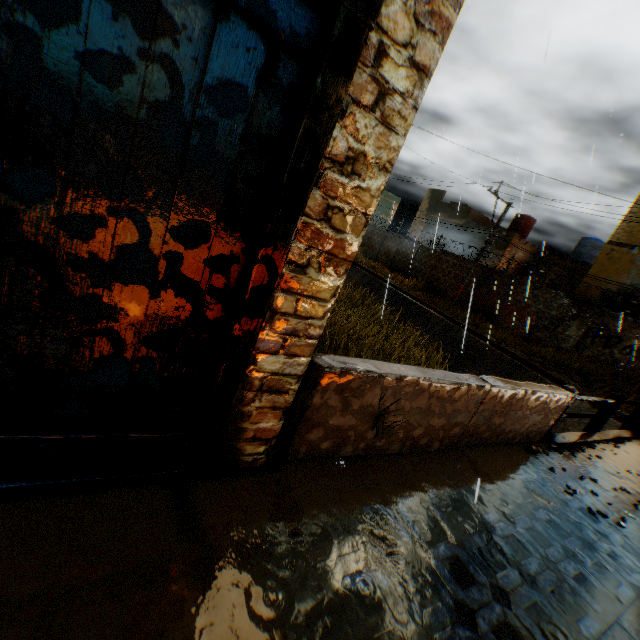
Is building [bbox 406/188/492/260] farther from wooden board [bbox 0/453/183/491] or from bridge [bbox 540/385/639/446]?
A: bridge [bbox 540/385/639/446]

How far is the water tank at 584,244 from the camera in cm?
2412

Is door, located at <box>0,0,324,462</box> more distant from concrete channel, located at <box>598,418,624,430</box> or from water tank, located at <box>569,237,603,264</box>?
water tank, located at <box>569,237,603,264</box>

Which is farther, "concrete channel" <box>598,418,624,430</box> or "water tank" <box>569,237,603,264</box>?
"water tank" <box>569,237,603,264</box>

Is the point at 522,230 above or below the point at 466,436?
above

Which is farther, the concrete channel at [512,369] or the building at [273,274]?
the concrete channel at [512,369]

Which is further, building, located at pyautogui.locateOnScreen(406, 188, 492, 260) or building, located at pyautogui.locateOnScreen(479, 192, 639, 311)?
building, located at pyautogui.locateOnScreen(406, 188, 492, 260)

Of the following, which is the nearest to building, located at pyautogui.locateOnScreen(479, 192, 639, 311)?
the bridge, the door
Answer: the door
